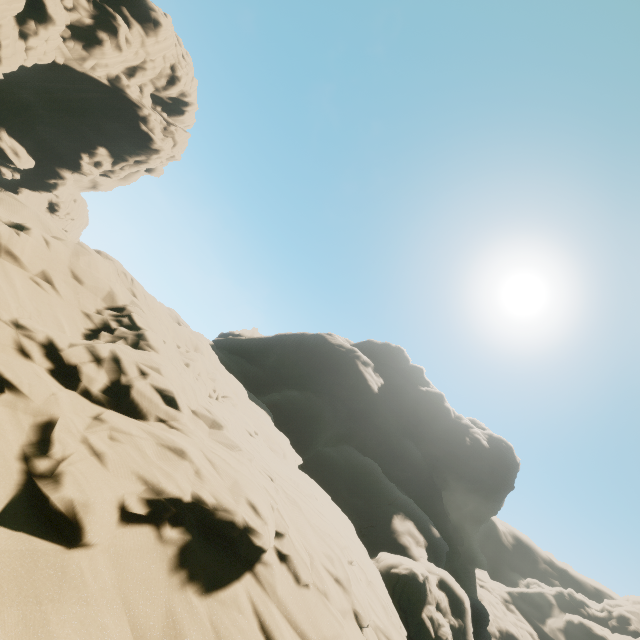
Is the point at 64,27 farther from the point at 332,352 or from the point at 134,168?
the point at 332,352
